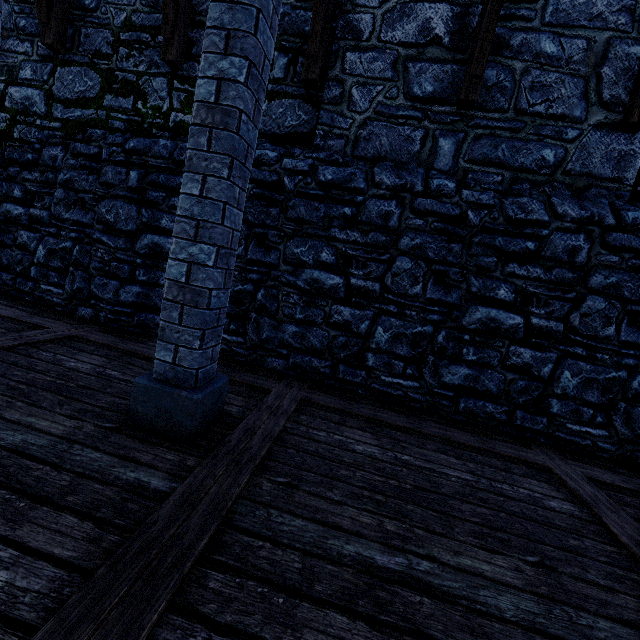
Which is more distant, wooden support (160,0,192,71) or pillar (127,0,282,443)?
wooden support (160,0,192,71)

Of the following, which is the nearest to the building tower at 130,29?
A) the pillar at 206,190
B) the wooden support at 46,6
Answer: the wooden support at 46,6

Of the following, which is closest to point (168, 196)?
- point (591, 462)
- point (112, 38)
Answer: point (112, 38)

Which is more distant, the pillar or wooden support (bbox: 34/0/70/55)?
wooden support (bbox: 34/0/70/55)

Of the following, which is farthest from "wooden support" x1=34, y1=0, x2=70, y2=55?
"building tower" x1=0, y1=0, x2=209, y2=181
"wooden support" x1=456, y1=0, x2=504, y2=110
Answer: "wooden support" x1=456, y1=0, x2=504, y2=110

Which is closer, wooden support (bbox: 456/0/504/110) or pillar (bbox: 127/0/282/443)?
pillar (bbox: 127/0/282/443)

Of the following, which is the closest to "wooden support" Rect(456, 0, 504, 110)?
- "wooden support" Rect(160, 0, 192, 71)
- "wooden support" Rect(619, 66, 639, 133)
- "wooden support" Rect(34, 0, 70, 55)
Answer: "wooden support" Rect(619, 66, 639, 133)

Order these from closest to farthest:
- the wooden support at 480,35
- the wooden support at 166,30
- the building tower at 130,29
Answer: the wooden support at 480,35 < the wooden support at 166,30 < the building tower at 130,29
